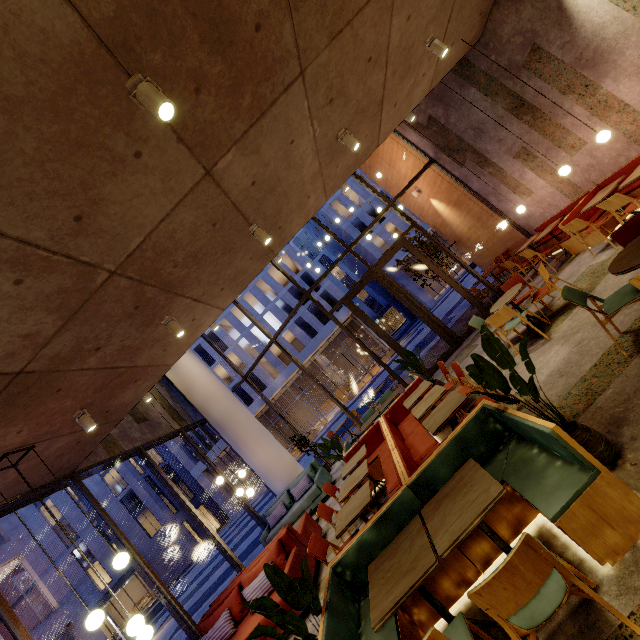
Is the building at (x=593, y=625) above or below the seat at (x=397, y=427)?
below

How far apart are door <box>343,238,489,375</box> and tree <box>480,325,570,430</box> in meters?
6.8

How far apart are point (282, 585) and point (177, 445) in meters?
38.2

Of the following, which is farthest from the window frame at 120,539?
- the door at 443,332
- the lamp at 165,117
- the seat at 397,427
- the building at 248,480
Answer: the building at 248,480

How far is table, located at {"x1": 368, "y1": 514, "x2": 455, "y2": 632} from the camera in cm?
215

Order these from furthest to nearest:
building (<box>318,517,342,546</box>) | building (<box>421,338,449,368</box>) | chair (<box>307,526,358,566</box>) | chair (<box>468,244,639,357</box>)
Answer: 1. building (<box>421,338,449,368</box>)
2. building (<box>318,517,342,546</box>)
3. chair (<box>307,526,358,566</box>)
4. chair (<box>468,244,639,357</box>)

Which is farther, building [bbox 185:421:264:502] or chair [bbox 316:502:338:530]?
building [bbox 185:421:264:502]

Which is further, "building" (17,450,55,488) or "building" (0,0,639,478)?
"building" (17,450,55,488)
